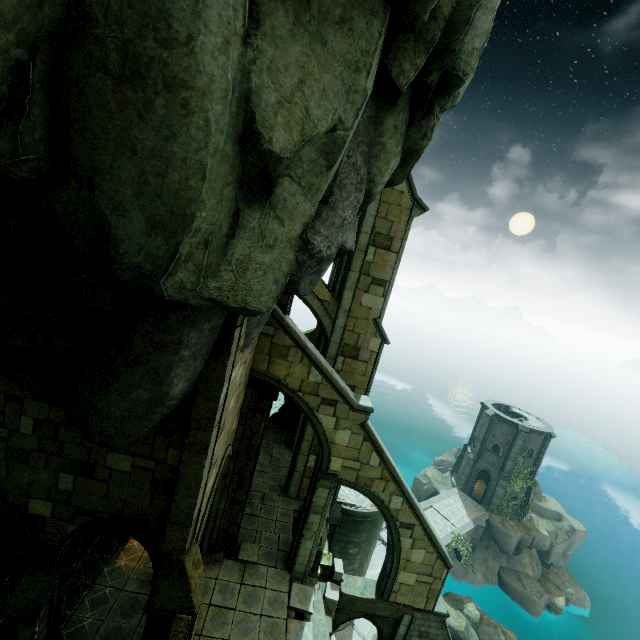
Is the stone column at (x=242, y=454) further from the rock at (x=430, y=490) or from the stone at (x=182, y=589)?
the rock at (x=430, y=490)

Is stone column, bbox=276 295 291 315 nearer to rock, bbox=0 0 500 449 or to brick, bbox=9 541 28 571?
rock, bbox=0 0 500 449

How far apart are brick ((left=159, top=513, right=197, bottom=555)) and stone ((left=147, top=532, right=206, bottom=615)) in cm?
1

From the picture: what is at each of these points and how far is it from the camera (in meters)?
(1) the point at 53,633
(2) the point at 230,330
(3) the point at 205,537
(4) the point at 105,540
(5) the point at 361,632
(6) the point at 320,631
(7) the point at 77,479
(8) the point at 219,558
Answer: (1) building, 8.10
(2) stone column, 6.70
(3) archway, 12.02
(4) brick, 11.70
(5) building, 18.84
(6) stone column, 11.16
(7) building, 7.32
(8) trim, 12.30

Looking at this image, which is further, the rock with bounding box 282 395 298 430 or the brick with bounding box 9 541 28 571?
the rock with bounding box 282 395 298 430

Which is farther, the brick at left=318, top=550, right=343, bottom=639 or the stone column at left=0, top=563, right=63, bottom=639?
the brick at left=318, top=550, right=343, bottom=639

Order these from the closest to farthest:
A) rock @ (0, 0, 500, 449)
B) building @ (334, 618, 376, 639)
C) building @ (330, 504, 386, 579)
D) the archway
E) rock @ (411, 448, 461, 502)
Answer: rock @ (0, 0, 500, 449) → the archway → building @ (330, 504, 386, 579) → building @ (334, 618, 376, 639) → rock @ (411, 448, 461, 502)

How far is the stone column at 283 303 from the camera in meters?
10.9
